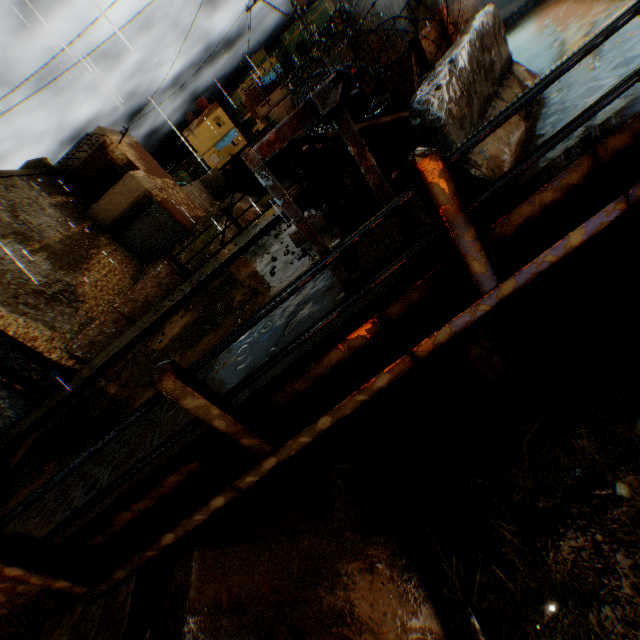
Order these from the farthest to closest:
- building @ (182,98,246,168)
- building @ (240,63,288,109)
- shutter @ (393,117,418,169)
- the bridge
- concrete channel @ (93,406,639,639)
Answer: building @ (182,98,246,168)
building @ (240,63,288,109)
shutter @ (393,117,418,169)
concrete channel @ (93,406,639,639)
the bridge

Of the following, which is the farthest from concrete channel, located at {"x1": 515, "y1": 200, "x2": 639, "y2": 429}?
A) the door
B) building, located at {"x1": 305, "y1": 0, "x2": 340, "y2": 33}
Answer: the door

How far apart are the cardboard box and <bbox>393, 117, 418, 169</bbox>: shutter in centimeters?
146cm

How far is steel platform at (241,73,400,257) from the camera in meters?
2.5 m

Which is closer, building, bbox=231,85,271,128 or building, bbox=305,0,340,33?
building, bbox=305,0,340,33

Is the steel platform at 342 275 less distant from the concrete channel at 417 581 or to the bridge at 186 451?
the bridge at 186 451

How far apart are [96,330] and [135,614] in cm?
1035

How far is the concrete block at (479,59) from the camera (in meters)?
2.58
